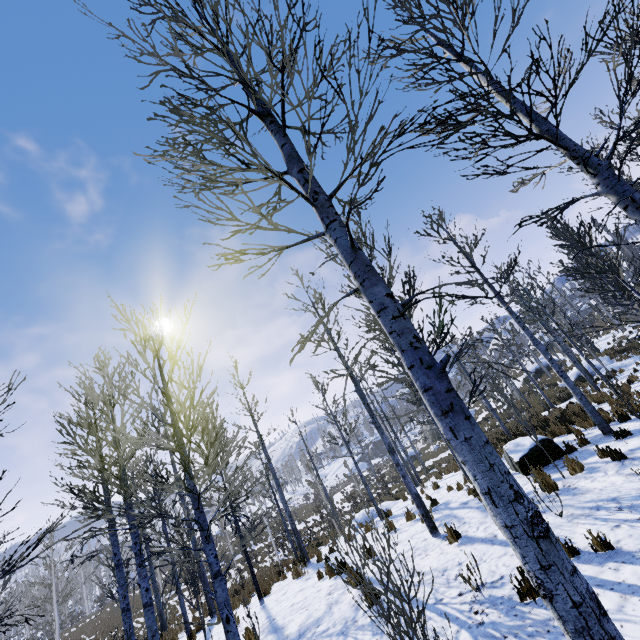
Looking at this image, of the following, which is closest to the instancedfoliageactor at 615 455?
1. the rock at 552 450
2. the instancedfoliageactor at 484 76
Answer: the rock at 552 450

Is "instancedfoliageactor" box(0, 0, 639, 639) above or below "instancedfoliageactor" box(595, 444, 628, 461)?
above

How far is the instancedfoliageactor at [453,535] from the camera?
7.0 meters

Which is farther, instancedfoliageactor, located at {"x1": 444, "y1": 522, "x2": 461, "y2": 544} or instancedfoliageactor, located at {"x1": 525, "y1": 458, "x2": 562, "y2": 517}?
instancedfoliageactor, located at {"x1": 444, "y1": 522, "x2": 461, "y2": 544}

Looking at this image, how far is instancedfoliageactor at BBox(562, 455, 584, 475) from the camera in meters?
7.6 m

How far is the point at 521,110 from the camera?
3.98m

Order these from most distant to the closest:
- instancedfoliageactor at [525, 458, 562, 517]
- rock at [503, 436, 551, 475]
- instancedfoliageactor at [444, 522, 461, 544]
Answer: rock at [503, 436, 551, 475] < instancedfoliageactor at [444, 522, 461, 544] < instancedfoliageactor at [525, 458, 562, 517]

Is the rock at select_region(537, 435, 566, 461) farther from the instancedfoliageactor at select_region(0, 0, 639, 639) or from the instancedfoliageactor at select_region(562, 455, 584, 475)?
the instancedfoliageactor at select_region(0, 0, 639, 639)
